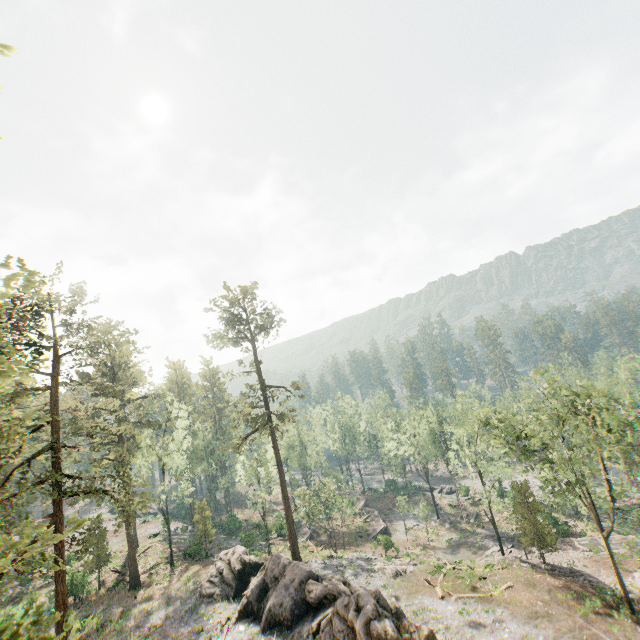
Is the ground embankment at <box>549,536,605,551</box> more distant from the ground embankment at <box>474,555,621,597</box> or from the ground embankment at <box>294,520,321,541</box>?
the ground embankment at <box>294,520,321,541</box>

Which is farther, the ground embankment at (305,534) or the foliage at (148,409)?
the ground embankment at (305,534)

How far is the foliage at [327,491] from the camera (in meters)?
42.44

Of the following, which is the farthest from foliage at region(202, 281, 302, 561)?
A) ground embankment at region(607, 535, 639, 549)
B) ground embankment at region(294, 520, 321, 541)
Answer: ground embankment at region(294, 520, 321, 541)

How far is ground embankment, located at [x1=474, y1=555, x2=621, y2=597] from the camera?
29.7 meters

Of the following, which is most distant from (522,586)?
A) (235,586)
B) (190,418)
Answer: (190,418)

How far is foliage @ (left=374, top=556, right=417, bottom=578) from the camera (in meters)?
34.97
